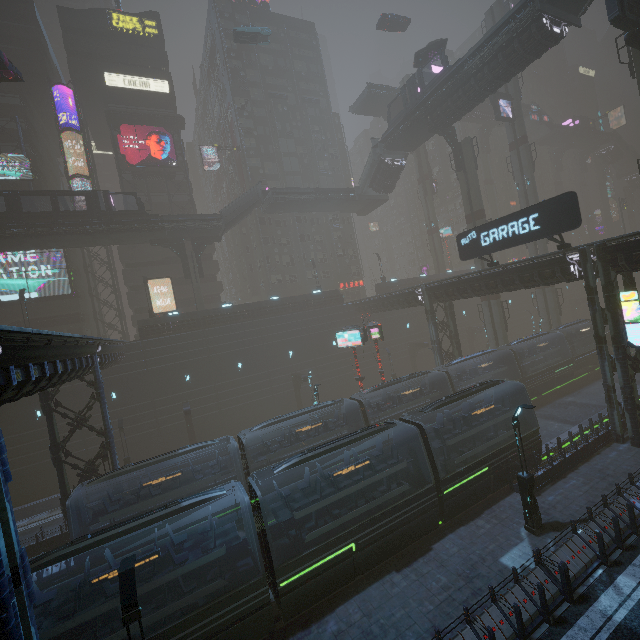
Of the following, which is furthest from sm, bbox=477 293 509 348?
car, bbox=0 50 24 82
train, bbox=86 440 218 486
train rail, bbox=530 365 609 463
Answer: train, bbox=86 440 218 486

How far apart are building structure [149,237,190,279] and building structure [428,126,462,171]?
29.8 meters

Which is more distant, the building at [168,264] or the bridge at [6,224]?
the bridge at [6,224]

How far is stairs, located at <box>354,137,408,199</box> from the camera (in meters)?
39.41

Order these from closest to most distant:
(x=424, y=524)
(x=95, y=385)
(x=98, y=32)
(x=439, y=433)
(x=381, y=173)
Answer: (x=424, y=524)
(x=439, y=433)
(x=95, y=385)
(x=381, y=173)
(x=98, y=32)

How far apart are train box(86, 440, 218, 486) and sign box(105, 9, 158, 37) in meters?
54.8 m

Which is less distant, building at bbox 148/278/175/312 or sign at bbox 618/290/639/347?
sign at bbox 618/290/639/347

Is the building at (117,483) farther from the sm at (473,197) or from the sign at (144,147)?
the sign at (144,147)
